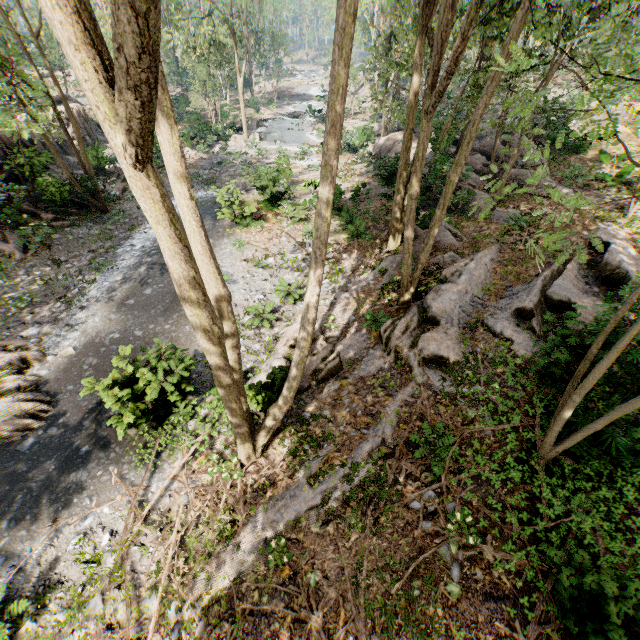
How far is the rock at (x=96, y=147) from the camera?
22.23m

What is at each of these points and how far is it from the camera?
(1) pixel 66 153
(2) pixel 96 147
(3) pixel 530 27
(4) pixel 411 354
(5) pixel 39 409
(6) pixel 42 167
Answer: (1) rock, 24.0m
(2) rock, 27.2m
(3) foliage, 12.1m
(4) foliage, 9.7m
(5) foliage, 9.1m
(6) rock, 18.6m

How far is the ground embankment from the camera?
40.0 meters

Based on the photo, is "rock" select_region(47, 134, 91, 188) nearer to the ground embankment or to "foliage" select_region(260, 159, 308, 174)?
"foliage" select_region(260, 159, 308, 174)

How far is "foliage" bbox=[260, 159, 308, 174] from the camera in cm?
2091

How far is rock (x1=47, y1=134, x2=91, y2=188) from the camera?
17.4 meters

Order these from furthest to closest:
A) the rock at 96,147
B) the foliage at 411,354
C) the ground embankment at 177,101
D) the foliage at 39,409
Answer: the ground embankment at 177,101, the rock at 96,147, the foliage at 39,409, the foliage at 411,354
